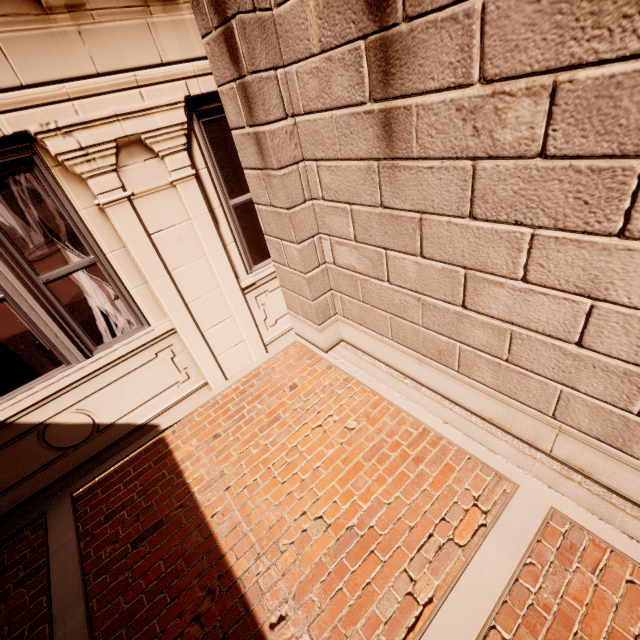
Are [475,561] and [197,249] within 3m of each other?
no
